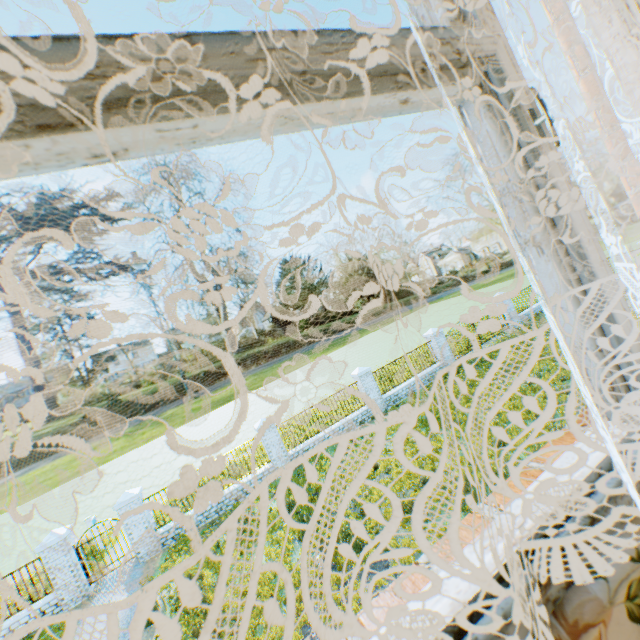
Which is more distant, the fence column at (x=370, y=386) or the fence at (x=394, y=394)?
the fence at (x=394, y=394)

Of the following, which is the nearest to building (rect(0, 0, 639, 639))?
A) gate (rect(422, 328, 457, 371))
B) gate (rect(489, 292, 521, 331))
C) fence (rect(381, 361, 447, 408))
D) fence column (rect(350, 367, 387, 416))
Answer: fence column (rect(350, 367, 387, 416))

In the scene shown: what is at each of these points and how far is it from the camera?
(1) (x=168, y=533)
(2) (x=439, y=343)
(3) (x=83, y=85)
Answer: (1) fence, 12.1m
(2) gate, 18.0m
(3) building, 0.5m

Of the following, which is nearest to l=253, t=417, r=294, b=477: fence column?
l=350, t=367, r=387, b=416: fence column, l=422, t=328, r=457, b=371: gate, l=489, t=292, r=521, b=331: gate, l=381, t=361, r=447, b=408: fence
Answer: l=350, t=367, r=387, b=416: fence column

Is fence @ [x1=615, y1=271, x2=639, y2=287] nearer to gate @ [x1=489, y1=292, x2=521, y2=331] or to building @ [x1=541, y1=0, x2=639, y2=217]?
gate @ [x1=489, y1=292, x2=521, y2=331]

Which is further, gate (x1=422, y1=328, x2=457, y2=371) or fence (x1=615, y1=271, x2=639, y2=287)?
fence (x1=615, y1=271, x2=639, y2=287)

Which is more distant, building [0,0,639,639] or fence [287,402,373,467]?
fence [287,402,373,467]

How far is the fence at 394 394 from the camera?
16.44m
